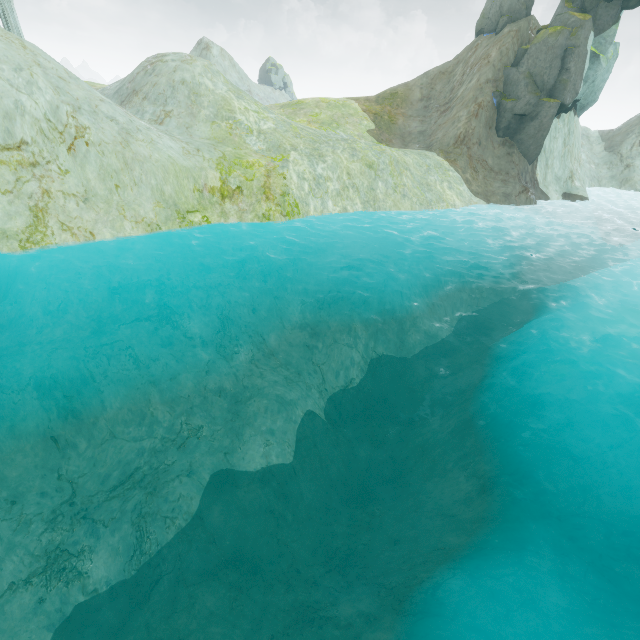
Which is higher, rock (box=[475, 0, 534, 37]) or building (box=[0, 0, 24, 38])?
rock (box=[475, 0, 534, 37])

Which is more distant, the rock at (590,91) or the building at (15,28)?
the building at (15,28)

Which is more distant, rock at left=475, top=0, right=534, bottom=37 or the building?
rock at left=475, top=0, right=534, bottom=37

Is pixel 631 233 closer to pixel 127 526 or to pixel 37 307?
pixel 127 526

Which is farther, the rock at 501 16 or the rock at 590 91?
the rock at 501 16

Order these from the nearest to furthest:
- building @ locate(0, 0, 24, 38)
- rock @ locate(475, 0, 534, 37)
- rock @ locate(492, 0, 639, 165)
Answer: rock @ locate(492, 0, 639, 165) < building @ locate(0, 0, 24, 38) < rock @ locate(475, 0, 534, 37)

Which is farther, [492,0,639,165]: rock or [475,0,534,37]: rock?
[475,0,534,37]: rock
